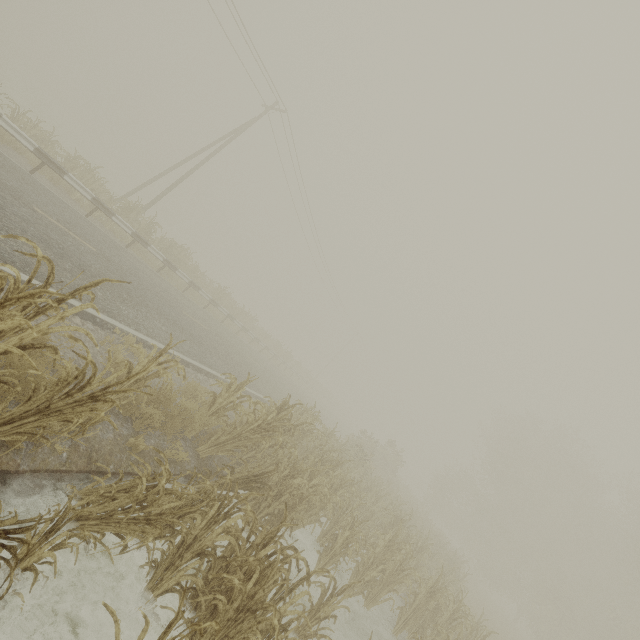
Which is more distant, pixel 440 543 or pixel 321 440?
pixel 440 543

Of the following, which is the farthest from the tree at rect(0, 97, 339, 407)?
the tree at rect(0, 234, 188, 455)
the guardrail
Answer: the tree at rect(0, 234, 188, 455)

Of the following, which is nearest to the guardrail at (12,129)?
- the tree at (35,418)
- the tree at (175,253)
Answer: the tree at (175,253)

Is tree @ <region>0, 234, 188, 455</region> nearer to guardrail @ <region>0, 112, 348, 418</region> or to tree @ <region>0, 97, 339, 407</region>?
guardrail @ <region>0, 112, 348, 418</region>

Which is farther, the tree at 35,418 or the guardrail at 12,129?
the guardrail at 12,129

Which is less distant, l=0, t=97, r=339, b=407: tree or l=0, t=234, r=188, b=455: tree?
l=0, t=234, r=188, b=455: tree

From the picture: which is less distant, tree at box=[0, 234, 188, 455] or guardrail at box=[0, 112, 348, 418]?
tree at box=[0, 234, 188, 455]
